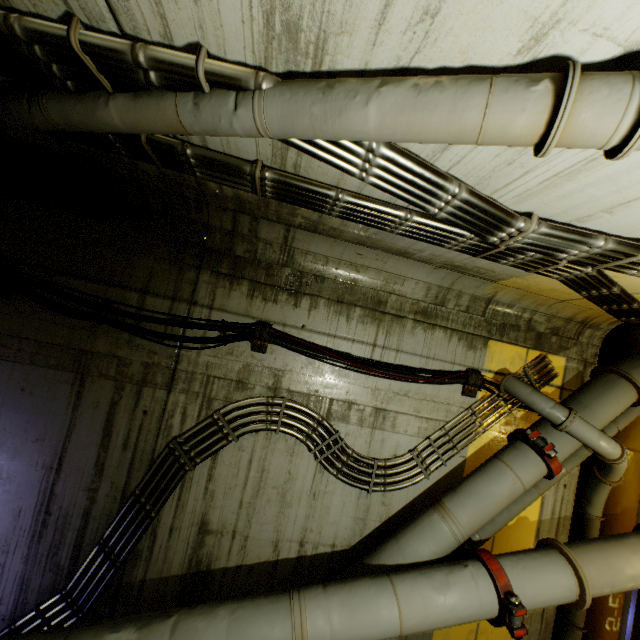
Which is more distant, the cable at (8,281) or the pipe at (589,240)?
the cable at (8,281)

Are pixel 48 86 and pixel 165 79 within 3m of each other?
yes

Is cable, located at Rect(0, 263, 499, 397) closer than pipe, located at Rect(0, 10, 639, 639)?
No
